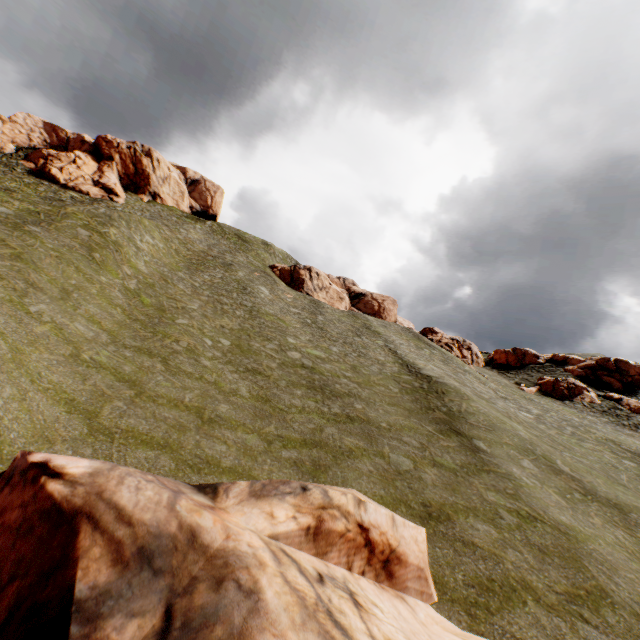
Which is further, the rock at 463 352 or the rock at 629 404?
the rock at 463 352

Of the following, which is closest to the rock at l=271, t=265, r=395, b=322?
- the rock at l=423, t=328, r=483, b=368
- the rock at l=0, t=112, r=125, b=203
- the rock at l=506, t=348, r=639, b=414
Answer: the rock at l=423, t=328, r=483, b=368

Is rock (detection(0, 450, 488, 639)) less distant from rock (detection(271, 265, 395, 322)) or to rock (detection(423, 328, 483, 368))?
rock (detection(271, 265, 395, 322))

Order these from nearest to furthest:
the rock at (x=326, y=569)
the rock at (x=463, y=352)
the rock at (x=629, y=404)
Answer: the rock at (x=326, y=569) < the rock at (x=629, y=404) < the rock at (x=463, y=352)

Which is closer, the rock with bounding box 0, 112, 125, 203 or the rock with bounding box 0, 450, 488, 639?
the rock with bounding box 0, 450, 488, 639

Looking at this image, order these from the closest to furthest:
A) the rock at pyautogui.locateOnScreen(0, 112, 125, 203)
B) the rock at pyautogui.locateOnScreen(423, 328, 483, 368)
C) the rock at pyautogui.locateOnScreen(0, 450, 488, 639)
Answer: the rock at pyautogui.locateOnScreen(0, 450, 488, 639), the rock at pyautogui.locateOnScreen(423, 328, 483, 368), the rock at pyautogui.locateOnScreen(0, 112, 125, 203)

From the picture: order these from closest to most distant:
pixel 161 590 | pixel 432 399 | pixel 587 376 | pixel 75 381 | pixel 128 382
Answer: pixel 161 590 → pixel 75 381 → pixel 128 382 → pixel 432 399 → pixel 587 376
